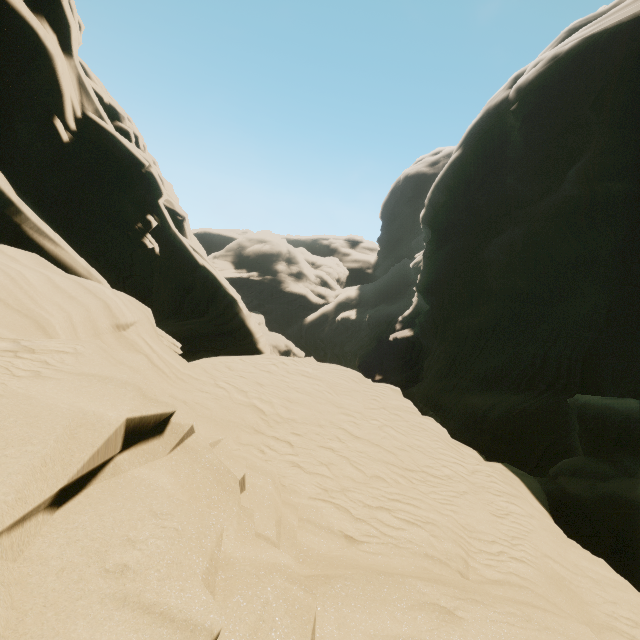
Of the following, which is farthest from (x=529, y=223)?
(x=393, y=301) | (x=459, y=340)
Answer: (x=393, y=301)
